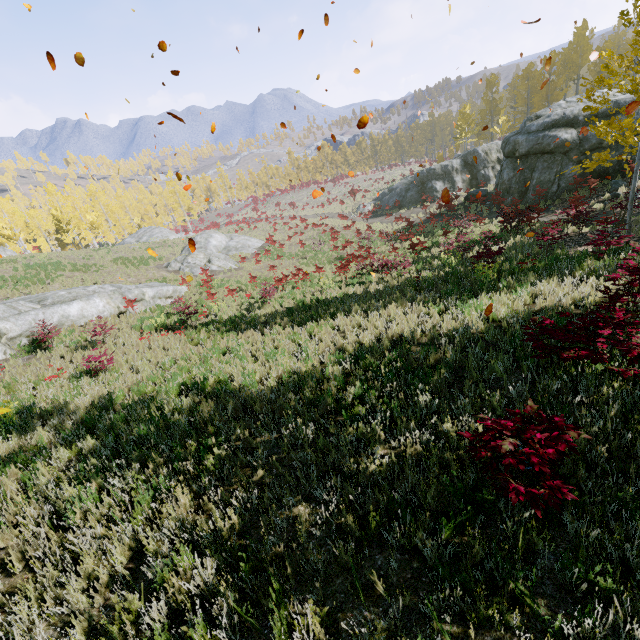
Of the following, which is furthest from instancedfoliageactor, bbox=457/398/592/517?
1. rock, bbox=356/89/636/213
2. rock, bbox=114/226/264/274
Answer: rock, bbox=114/226/264/274

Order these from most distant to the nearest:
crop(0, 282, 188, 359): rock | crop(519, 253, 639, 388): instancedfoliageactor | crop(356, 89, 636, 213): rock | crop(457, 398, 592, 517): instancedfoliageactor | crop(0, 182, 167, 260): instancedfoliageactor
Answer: crop(0, 182, 167, 260): instancedfoliageactor, crop(356, 89, 636, 213): rock, crop(0, 282, 188, 359): rock, crop(519, 253, 639, 388): instancedfoliageactor, crop(457, 398, 592, 517): instancedfoliageactor

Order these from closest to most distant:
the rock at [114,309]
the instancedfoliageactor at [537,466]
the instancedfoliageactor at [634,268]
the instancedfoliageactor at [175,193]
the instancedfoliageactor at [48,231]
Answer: the instancedfoliageactor at [537,466] → the instancedfoliageactor at [634,268] → the rock at [114,309] → the instancedfoliageactor at [48,231] → the instancedfoliageactor at [175,193]

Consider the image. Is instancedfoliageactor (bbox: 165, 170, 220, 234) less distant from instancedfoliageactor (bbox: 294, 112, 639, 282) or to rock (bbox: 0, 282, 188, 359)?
instancedfoliageactor (bbox: 294, 112, 639, 282)

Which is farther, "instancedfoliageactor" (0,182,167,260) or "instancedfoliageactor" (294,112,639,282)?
"instancedfoliageactor" (0,182,167,260)

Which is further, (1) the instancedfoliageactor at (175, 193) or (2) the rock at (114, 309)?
(1) the instancedfoliageactor at (175, 193)

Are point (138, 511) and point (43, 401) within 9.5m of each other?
yes

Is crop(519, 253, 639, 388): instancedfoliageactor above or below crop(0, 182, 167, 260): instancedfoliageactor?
below
